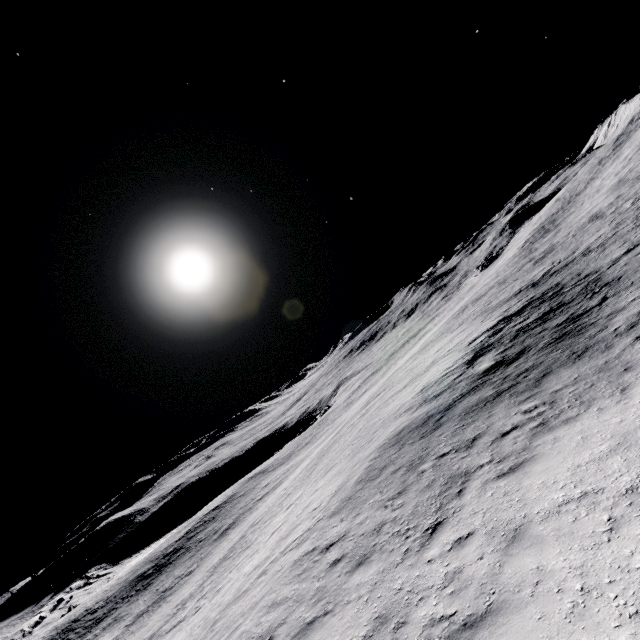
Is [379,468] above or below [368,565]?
below
